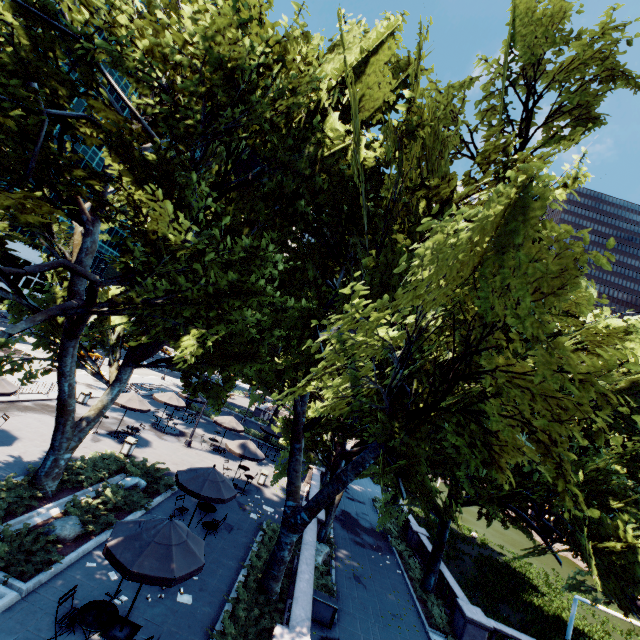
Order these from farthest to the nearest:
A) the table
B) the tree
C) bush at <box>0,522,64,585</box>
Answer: bush at <box>0,522,64,585</box>
the table
the tree

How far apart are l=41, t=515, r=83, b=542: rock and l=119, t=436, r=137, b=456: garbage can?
7.33m

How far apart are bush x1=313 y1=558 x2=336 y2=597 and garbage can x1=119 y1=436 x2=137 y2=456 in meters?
11.9

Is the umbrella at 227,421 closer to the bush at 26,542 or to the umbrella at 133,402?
the umbrella at 133,402

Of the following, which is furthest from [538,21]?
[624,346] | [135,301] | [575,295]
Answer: [135,301]

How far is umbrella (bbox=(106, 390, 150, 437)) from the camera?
20.8m

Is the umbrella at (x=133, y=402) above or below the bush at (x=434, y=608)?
above

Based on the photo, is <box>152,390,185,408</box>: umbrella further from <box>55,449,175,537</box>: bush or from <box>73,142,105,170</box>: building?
<box>73,142,105,170</box>: building
